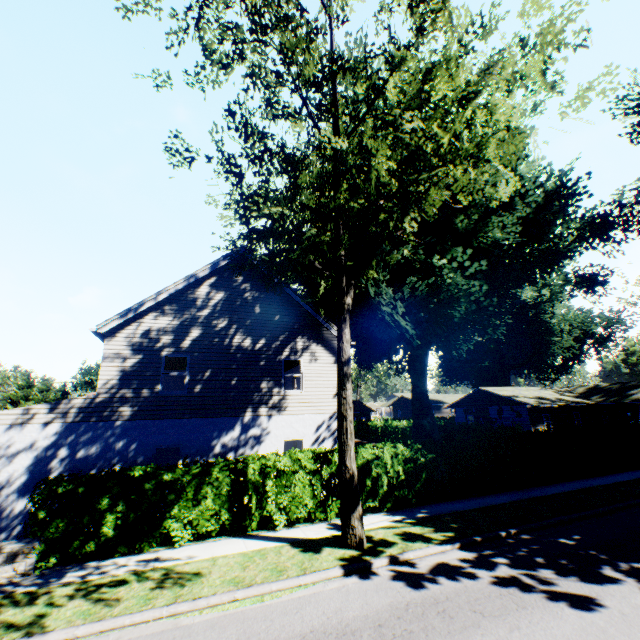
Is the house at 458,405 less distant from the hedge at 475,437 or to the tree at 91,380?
the hedge at 475,437

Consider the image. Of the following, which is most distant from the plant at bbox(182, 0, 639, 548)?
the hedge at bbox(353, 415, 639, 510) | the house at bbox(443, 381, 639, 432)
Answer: the hedge at bbox(353, 415, 639, 510)

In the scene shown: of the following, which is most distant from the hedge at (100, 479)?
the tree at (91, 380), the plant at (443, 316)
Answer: the plant at (443, 316)

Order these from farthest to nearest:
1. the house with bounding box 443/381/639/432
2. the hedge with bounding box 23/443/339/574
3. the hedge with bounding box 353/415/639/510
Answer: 1. the house with bounding box 443/381/639/432
2. the hedge with bounding box 353/415/639/510
3. the hedge with bounding box 23/443/339/574

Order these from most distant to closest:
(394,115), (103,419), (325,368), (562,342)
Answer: (562,342) → (394,115) → (325,368) → (103,419)

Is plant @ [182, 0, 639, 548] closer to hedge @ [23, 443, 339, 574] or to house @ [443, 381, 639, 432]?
house @ [443, 381, 639, 432]

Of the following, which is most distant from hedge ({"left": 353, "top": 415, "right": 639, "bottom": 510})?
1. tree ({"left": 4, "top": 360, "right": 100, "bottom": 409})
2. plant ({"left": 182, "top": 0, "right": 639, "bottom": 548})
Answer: plant ({"left": 182, "top": 0, "right": 639, "bottom": 548})

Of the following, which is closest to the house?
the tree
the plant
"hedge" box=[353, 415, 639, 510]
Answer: the plant
